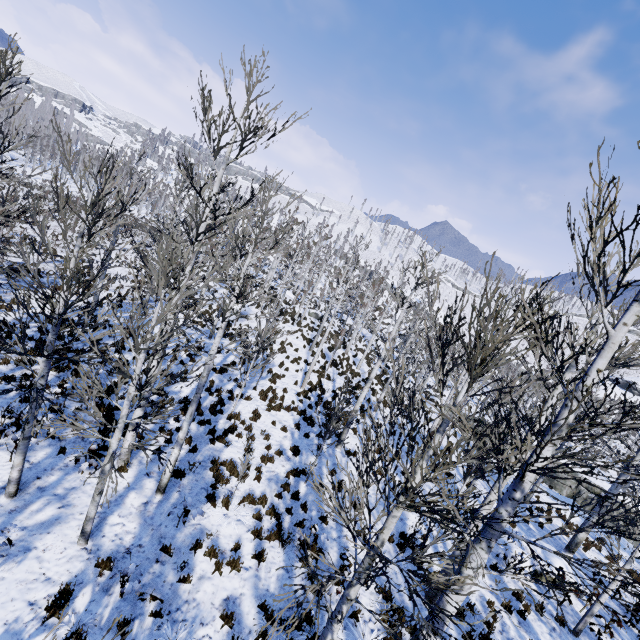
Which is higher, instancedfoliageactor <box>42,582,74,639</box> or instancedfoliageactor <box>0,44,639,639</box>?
instancedfoliageactor <box>0,44,639,639</box>

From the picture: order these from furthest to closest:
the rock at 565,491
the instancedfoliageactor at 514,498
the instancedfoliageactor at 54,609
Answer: the rock at 565,491, the instancedfoliageactor at 514,498, the instancedfoliageactor at 54,609

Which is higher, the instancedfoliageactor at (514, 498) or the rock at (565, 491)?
the instancedfoliageactor at (514, 498)

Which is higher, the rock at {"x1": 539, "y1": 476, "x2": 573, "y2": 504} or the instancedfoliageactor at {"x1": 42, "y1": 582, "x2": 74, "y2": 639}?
the instancedfoliageactor at {"x1": 42, "y1": 582, "x2": 74, "y2": 639}

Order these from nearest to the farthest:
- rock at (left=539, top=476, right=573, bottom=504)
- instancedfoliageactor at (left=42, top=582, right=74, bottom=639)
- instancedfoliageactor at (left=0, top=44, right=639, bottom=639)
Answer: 1. instancedfoliageactor at (left=42, top=582, right=74, bottom=639)
2. instancedfoliageactor at (left=0, top=44, right=639, bottom=639)
3. rock at (left=539, top=476, right=573, bottom=504)

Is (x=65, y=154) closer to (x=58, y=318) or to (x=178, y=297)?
(x=58, y=318)

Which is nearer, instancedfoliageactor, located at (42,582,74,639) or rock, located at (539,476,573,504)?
instancedfoliageactor, located at (42,582,74,639)
